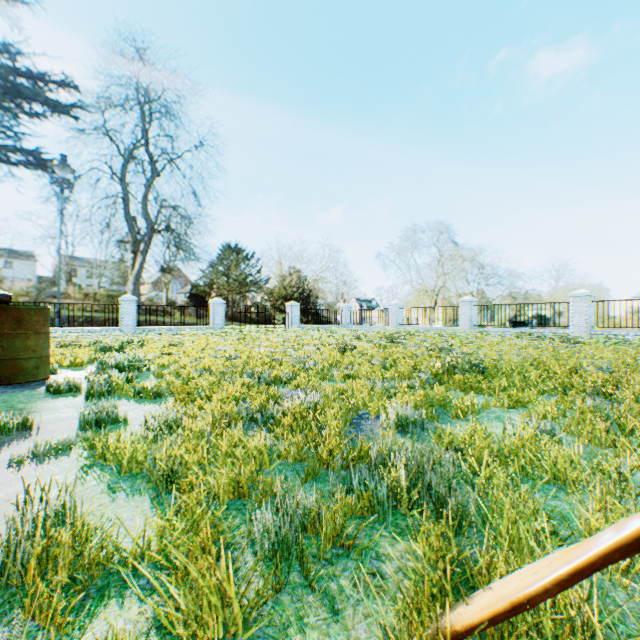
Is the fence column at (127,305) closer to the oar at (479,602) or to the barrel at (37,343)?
the barrel at (37,343)

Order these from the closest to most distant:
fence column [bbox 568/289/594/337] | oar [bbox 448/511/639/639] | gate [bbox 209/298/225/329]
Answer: oar [bbox 448/511/639/639]
fence column [bbox 568/289/594/337]
gate [bbox 209/298/225/329]

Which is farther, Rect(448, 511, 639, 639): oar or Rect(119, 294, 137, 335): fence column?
Rect(119, 294, 137, 335): fence column

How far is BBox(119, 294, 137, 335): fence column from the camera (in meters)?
18.11

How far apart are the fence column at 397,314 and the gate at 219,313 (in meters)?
11.91

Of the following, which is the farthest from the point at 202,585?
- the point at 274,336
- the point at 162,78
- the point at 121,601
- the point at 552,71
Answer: the point at 162,78

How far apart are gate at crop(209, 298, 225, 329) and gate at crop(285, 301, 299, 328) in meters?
4.8

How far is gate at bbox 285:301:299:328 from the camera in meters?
25.0
